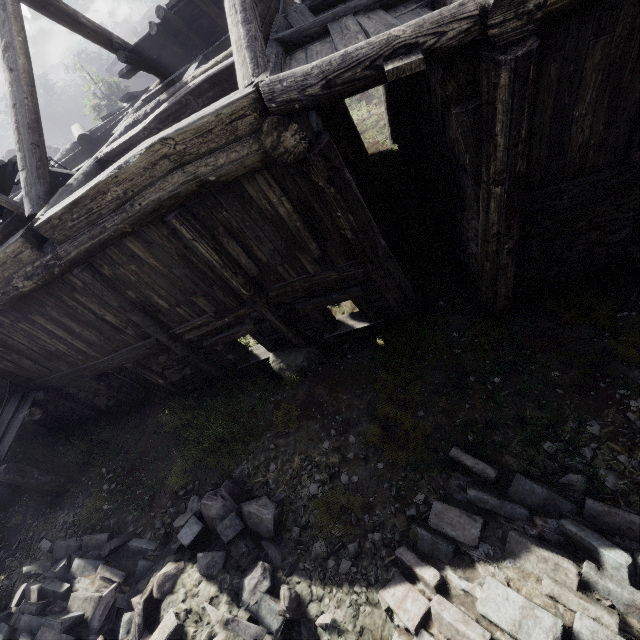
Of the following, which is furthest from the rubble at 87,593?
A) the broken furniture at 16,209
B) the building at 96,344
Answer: the broken furniture at 16,209

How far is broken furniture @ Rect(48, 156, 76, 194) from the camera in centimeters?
655cm

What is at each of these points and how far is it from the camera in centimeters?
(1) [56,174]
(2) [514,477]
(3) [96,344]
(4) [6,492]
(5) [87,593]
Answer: (1) broken furniture, 671cm
(2) rubble, 446cm
(3) building, 745cm
(4) building, 925cm
(5) rubble, 580cm

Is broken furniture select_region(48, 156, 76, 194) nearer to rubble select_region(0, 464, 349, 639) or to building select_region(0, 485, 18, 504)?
building select_region(0, 485, 18, 504)

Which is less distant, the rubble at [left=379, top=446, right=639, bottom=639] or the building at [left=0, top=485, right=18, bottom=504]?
the rubble at [left=379, top=446, right=639, bottom=639]

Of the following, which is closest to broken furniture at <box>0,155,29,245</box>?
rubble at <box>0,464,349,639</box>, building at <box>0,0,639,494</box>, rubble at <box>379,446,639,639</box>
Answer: building at <box>0,0,639,494</box>

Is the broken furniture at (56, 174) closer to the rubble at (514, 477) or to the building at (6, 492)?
the building at (6, 492)

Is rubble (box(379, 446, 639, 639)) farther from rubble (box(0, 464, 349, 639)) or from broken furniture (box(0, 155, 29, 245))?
broken furniture (box(0, 155, 29, 245))
